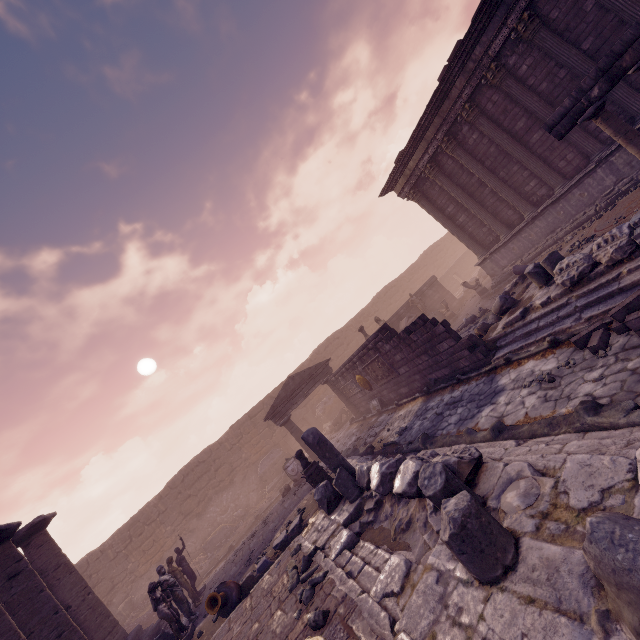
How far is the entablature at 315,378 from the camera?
16.17m

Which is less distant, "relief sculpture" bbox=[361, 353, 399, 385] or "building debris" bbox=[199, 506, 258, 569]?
"relief sculpture" bbox=[361, 353, 399, 385]

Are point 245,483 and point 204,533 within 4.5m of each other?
yes

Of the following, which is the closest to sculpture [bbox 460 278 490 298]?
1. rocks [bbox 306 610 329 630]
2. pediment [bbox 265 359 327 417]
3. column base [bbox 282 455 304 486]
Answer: pediment [bbox 265 359 327 417]

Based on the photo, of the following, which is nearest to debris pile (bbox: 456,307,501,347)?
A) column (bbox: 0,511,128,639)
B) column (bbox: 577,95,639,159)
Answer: column (bbox: 577,95,639,159)

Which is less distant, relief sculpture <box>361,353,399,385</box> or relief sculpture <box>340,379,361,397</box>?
relief sculpture <box>361,353,399,385</box>

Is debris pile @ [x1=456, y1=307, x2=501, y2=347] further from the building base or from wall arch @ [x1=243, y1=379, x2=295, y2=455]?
wall arch @ [x1=243, y1=379, x2=295, y2=455]

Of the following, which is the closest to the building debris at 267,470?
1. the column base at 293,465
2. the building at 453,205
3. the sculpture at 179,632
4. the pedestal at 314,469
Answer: the column base at 293,465
